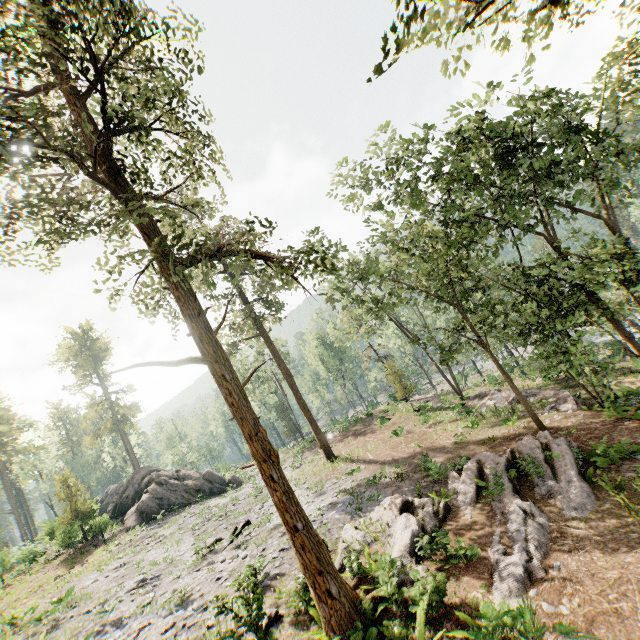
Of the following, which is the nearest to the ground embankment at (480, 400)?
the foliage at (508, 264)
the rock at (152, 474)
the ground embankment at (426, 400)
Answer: the foliage at (508, 264)

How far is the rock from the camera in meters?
27.2 m

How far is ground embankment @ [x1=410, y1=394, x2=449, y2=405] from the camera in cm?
3266

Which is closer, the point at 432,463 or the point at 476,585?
the point at 476,585

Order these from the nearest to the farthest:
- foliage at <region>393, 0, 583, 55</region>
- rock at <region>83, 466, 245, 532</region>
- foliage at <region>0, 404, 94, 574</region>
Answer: foliage at <region>393, 0, 583, 55</region>
rock at <region>83, 466, 245, 532</region>
foliage at <region>0, 404, 94, 574</region>

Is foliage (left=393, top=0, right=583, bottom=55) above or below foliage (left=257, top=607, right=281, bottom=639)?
above

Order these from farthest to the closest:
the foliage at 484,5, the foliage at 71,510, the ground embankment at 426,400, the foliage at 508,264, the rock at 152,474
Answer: the ground embankment at 426,400 → the foliage at 71,510 → the rock at 152,474 → the foliage at 508,264 → the foliage at 484,5

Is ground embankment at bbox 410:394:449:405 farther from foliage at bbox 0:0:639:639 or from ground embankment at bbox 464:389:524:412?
ground embankment at bbox 464:389:524:412
